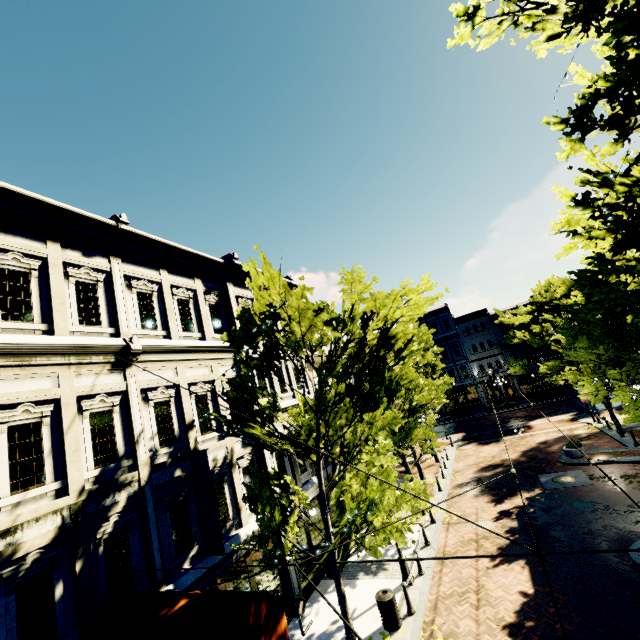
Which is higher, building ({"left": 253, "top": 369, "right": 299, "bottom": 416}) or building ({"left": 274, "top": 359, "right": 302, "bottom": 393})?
building ({"left": 274, "top": 359, "right": 302, "bottom": 393})

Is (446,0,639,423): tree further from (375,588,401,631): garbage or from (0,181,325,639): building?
(375,588,401,631): garbage

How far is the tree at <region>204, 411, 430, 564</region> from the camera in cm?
759

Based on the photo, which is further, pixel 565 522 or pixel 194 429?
pixel 565 522

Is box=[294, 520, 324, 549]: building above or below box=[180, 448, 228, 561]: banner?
below

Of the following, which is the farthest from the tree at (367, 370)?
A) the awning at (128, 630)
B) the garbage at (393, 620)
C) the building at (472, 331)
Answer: the garbage at (393, 620)

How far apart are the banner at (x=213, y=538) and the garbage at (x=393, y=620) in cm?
499

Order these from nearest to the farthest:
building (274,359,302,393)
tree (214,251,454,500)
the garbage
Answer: tree (214,251,454,500)
the garbage
building (274,359,302,393)
